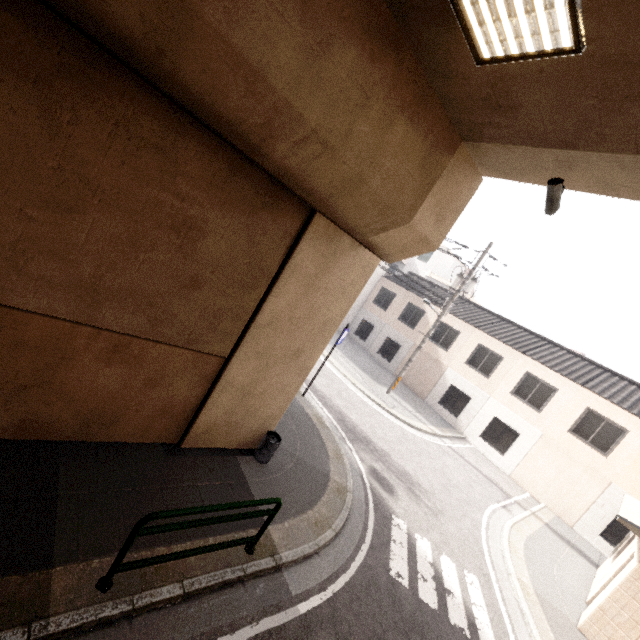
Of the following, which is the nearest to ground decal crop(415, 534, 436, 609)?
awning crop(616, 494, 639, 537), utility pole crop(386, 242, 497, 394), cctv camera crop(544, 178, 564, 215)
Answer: awning crop(616, 494, 639, 537)

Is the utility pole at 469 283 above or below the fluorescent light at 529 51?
above

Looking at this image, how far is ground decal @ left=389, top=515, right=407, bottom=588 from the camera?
6.40m

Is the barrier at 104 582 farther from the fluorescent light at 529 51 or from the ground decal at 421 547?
the fluorescent light at 529 51

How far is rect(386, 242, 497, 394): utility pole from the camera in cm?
1627

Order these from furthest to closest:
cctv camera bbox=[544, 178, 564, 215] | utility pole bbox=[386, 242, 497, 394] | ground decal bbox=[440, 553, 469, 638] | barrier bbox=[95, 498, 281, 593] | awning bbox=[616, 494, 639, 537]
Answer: utility pole bbox=[386, 242, 497, 394] < awning bbox=[616, 494, 639, 537] < ground decal bbox=[440, 553, 469, 638] < cctv camera bbox=[544, 178, 564, 215] < barrier bbox=[95, 498, 281, 593]

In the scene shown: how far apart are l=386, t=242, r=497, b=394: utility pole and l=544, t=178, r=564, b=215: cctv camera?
12.3 meters

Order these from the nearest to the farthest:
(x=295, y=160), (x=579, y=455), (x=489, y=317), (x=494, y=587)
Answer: (x=295, y=160) → (x=494, y=587) → (x=579, y=455) → (x=489, y=317)
